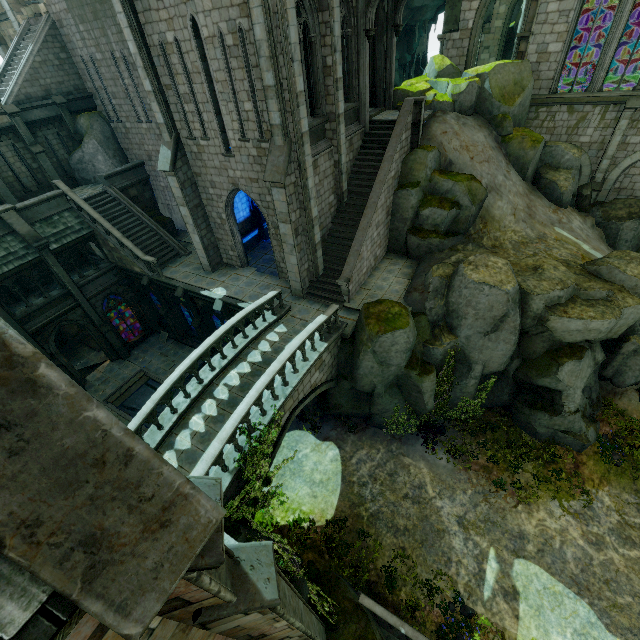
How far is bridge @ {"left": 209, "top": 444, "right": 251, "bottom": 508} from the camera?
9.68m

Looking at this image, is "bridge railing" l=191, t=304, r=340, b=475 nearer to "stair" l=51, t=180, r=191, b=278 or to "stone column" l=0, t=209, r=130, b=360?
"stair" l=51, t=180, r=191, b=278

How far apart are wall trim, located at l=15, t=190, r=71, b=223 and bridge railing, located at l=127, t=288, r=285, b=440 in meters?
14.8 m

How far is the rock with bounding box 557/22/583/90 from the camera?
25.7m

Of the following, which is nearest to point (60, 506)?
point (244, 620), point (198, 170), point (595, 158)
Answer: point (244, 620)

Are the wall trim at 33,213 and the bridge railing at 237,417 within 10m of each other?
no

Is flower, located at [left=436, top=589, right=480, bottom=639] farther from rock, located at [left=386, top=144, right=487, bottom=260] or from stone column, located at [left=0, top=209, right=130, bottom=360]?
stone column, located at [left=0, top=209, right=130, bottom=360]

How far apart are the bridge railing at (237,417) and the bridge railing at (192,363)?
2.7 meters
